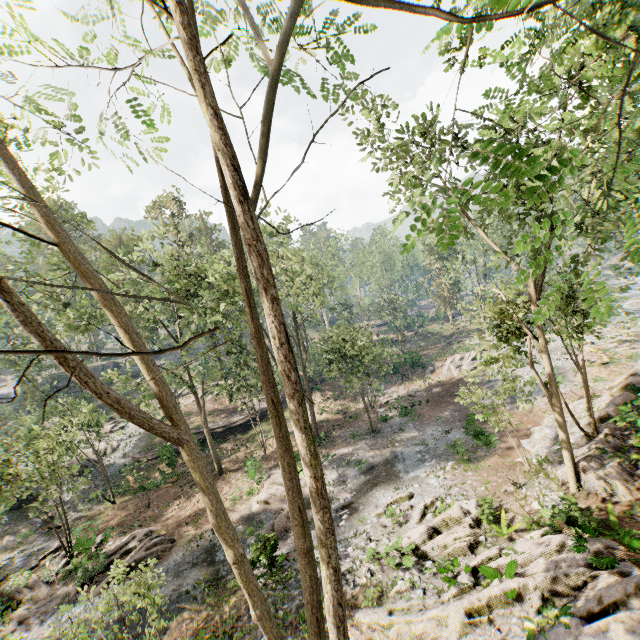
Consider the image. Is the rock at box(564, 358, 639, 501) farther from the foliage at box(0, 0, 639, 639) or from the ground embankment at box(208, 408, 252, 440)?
the ground embankment at box(208, 408, 252, 440)

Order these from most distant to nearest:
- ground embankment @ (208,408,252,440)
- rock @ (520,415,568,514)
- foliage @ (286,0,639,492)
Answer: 1. ground embankment @ (208,408,252,440)
2. rock @ (520,415,568,514)
3. foliage @ (286,0,639,492)

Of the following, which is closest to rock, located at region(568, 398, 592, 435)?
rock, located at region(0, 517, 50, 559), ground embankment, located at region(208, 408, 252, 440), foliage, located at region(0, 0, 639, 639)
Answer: foliage, located at region(0, 0, 639, 639)

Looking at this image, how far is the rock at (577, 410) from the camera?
17.11m

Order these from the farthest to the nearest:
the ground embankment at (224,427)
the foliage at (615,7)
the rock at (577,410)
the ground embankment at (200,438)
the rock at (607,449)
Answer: the ground embankment at (224,427) < the ground embankment at (200,438) < the rock at (577,410) < the rock at (607,449) < the foliage at (615,7)

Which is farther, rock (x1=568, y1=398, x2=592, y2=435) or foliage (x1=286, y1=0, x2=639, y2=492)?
rock (x1=568, y1=398, x2=592, y2=435)

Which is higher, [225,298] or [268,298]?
[225,298]
